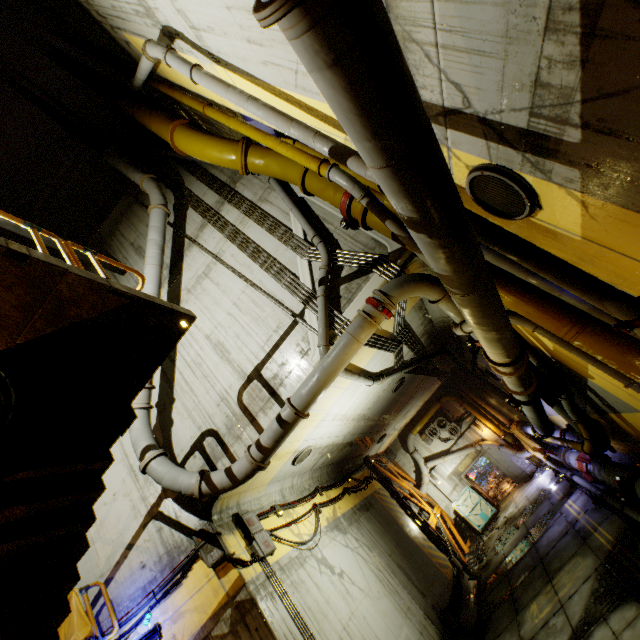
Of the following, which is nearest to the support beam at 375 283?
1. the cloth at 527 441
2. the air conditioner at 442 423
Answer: the cloth at 527 441

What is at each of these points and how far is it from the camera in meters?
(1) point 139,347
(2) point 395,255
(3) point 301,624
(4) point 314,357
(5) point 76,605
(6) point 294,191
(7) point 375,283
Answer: (1) stairs, 5.0
(2) support beam, 7.4
(3) pipe, 7.1
(4) support beam, 7.6
(5) cloth, 6.1
(6) support beam, 9.3
(7) support beam, 7.4

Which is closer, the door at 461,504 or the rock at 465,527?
the rock at 465,527

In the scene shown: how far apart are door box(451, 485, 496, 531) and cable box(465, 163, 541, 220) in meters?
21.3

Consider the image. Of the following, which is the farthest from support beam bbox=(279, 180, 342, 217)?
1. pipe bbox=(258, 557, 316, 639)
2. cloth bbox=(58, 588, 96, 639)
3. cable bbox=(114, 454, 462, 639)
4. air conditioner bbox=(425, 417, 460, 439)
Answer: air conditioner bbox=(425, 417, 460, 439)

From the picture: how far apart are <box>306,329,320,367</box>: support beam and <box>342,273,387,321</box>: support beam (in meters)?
0.18

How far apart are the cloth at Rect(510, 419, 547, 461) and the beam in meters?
6.4 m

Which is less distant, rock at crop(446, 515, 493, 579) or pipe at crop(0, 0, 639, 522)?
pipe at crop(0, 0, 639, 522)
